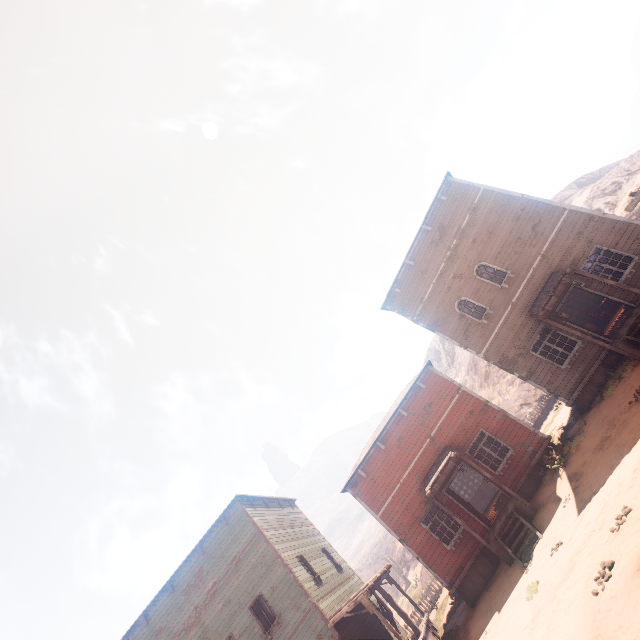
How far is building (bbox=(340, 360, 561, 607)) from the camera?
13.5 meters

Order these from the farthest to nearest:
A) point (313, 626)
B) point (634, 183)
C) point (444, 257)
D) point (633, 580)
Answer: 1. point (634, 183)
2. point (444, 257)
3. point (313, 626)
4. point (633, 580)

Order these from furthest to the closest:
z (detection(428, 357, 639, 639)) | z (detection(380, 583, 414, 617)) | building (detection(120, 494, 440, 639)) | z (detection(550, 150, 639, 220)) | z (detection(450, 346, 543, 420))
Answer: z (detection(380, 583, 414, 617))
z (detection(450, 346, 543, 420))
z (detection(550, 150, 639, 220))
building (detection(120, 494, 440, 639))
z (detection(428, 357, 639, 639))

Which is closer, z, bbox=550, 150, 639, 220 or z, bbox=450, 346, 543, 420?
z, bbox=550, 150, 639, 220

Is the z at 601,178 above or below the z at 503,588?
above

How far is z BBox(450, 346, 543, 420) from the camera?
30.8 meters
